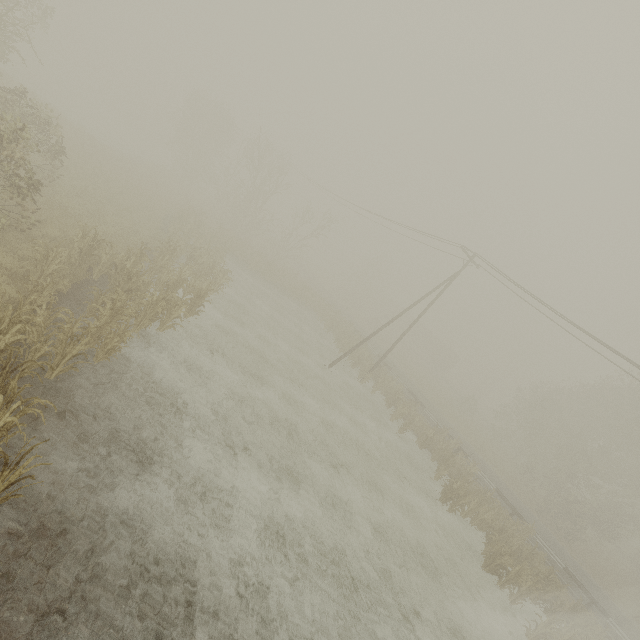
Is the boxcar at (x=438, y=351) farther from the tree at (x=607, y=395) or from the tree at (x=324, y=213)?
the tree at (x=324, y=213)

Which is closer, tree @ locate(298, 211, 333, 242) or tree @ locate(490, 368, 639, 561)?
tree @ locate(490, 368, 639, 561)

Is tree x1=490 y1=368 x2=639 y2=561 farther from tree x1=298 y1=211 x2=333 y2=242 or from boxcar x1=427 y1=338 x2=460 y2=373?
tree x1=298 y1=211 x2=333 y2=242

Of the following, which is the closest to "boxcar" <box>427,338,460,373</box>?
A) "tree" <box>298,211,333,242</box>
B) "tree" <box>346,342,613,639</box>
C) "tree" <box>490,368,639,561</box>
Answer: "tree" <box>490,368,639,561</box>

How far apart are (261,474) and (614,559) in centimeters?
4451cm

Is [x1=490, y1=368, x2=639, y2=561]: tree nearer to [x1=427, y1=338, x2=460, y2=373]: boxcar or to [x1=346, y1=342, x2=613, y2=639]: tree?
[x1=346, y1=342, x2=613, y2=639]: tree

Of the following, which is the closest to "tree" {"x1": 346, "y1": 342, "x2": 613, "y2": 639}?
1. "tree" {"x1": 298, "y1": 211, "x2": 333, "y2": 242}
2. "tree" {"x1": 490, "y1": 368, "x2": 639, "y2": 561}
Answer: "tree" {"x1": 490, "y1": 368, "x2": 639, "y2": 561}

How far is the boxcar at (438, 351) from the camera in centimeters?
5741cm
